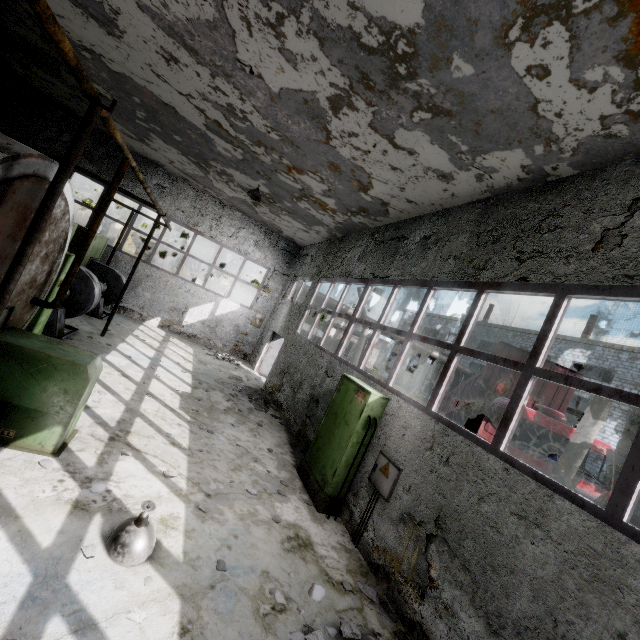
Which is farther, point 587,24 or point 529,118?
point 529,118

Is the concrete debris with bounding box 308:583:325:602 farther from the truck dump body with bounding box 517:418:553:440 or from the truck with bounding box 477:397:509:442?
the truck dump body with bounding box 517:418:553:440

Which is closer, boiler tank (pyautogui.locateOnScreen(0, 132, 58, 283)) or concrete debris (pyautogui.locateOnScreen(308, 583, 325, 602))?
boiler tank (pyautogui.locateOnScreen(0, 132, 58, 283))

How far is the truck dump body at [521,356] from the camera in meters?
12.6

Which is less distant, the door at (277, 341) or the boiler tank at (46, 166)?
the boiler tank at (46, 166)

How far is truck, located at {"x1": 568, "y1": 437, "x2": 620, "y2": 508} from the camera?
8.5 meters

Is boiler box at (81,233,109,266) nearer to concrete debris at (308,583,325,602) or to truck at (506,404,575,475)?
concrete debris at (308,583,325,602)
